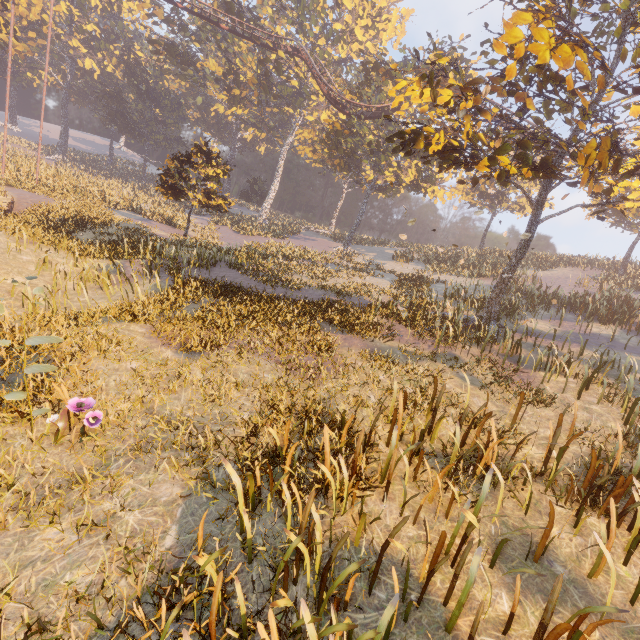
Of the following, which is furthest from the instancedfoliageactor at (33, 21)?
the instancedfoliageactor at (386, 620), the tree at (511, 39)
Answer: the instancedfoliageactor at (386, 620)

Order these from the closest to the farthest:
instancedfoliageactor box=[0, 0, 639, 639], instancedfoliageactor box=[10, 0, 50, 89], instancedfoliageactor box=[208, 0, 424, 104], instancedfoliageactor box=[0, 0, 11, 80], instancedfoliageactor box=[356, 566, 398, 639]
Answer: instancedfoliageactor box=[356, 566, 398, 639] < instancedfoliageactor box=[0, 0, 639, 639] < instancedfoliageactor box=[208, 0, 424, 104] < instancedfoliageactor box=[0, 0, 11, 80] < instancedfoliageactor box=[10, 0, 50, 89]

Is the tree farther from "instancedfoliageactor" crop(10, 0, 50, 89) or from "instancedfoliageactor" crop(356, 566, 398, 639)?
"instancedfoliageactor" crop(10, 0, 50, 89)

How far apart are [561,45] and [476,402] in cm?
831

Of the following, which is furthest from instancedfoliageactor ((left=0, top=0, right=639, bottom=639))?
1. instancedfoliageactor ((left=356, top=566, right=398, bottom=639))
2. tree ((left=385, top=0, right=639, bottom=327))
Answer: instancedfoliageactor ((left=356, top=566, right=398, bottom=639))
